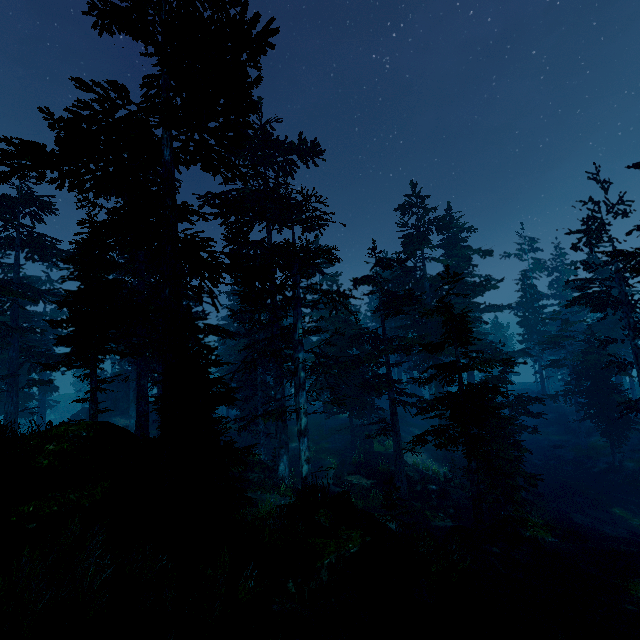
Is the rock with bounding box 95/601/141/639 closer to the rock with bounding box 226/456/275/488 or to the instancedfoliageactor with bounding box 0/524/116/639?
the instancedfoliageactor with bounding box 0/524/116/639

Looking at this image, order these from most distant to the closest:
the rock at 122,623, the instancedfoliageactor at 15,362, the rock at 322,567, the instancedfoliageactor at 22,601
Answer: the rock at 322,567 < the instancedfoliageactor at 15,362 < the rock at 122,623 < the instancedfoliageactor at 22,601

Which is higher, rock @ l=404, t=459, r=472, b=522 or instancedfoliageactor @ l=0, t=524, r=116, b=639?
instancedfoliageactor @ l=0, t=524, r=116, b=639

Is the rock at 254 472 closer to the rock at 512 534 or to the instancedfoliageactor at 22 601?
the instancedfoliageactor at 22 601

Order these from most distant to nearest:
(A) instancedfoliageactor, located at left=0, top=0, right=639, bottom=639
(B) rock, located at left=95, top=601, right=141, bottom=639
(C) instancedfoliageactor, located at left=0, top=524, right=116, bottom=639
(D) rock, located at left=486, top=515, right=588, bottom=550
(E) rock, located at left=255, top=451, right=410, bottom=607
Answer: (D) rock, located at left=486, top=515, right=588, bottom=550 → (E) rock, located at left=255, top=451, right=410, bottom=607 → (A) instancedfoliageactor, located at left=0, top=0, right=639, bottom=639 → (B) rock, located at left=95, top=601, right=141, bottom=639 → (C) instancedfoliageactor, located at left=0, top=524, right=116, bottom=639

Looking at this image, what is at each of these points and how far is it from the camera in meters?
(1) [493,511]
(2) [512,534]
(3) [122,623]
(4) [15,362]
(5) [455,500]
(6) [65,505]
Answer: (1) tree trunk, 19.9
(2) rock, 13.6
(3) rock, 5.9
(4) instancedfoliageactor, 23.3
(5) rock, 20.5
(6) rock, 7.0

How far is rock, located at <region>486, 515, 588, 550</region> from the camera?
13.61m
